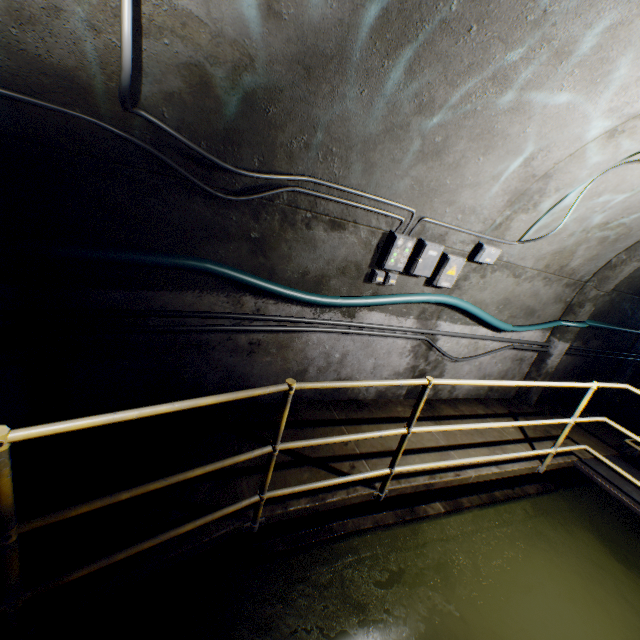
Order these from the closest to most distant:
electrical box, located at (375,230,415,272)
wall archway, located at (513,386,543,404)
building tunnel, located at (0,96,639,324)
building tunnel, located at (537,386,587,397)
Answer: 1. building tunnel, located at (0,96,639,324)
2. electrical box, located at (375,230,415,272)
3. wall archway, located at (513,386,543,404)
4. building tunnel, located at (537,386,587,397)

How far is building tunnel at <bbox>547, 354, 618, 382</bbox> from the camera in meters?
5.9

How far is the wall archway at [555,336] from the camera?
5.18m

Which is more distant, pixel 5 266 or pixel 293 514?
pixel 293 514

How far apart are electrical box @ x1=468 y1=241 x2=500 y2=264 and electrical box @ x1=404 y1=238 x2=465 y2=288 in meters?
0.5

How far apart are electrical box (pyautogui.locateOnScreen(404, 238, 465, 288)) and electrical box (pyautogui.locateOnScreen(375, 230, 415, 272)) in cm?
11

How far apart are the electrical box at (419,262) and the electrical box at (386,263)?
0.1 meters
